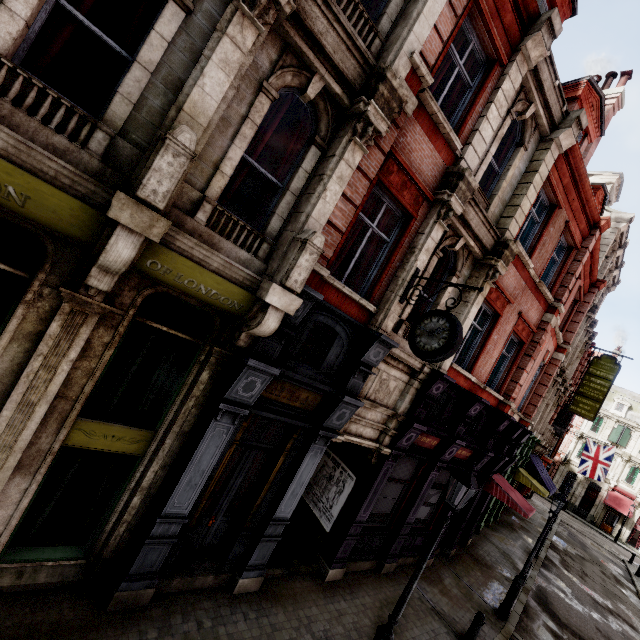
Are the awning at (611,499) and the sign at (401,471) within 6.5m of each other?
no

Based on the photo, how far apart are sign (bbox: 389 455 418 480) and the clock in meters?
4.4 m

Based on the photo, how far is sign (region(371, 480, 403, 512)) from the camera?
9.4m

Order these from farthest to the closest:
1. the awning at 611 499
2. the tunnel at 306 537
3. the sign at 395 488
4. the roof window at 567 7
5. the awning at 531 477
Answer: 1. the awning at 611 499
2. the awning at 531 477
3. the sign at 395 488
4. the roof window at 567 7
5. the tunnel at 306 537

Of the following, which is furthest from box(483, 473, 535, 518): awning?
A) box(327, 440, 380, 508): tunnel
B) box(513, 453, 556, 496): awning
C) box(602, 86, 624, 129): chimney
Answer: box(602, 86, 624, 129): chimney

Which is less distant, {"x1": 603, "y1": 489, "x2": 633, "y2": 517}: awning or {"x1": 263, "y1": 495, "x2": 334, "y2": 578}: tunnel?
{"x1": 263, "y1": 495, "x2": 334, "y2": 578}: tunnel

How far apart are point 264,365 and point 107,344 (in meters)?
2.41

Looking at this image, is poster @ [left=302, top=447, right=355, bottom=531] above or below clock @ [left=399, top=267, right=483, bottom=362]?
below
